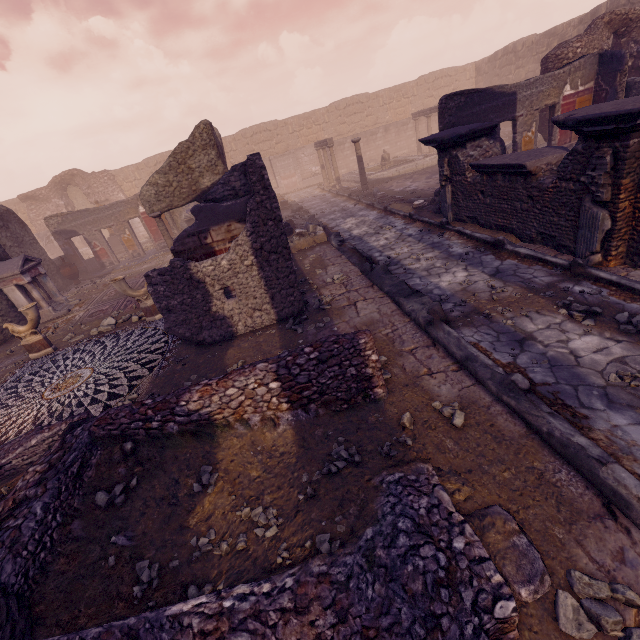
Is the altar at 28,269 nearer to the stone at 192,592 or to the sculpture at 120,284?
the sculpture at 120,284

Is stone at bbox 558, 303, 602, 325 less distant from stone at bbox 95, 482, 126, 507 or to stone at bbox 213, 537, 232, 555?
stone at bbox 213, 537, 232, 555

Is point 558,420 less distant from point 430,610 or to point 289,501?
point 430,610

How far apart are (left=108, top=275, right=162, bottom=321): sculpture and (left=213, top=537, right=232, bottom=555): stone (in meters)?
6.53

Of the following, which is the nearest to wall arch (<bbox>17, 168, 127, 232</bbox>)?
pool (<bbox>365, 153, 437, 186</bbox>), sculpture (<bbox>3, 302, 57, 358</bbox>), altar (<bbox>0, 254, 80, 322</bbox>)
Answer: altar (<bbox>0, 254, 80, 322</bbox>)

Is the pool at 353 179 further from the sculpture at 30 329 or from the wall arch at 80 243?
the wall arch at 80 243

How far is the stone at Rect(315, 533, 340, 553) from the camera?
2.3m

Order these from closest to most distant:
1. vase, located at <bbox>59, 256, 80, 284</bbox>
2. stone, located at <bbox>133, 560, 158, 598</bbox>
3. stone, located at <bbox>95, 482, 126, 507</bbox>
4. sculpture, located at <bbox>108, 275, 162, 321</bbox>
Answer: stone, located at <bbox>133, 560, 158, 598</bbox>, stone, located at <bbox>95, 482, 126, 507</bbox>, sculpture, located at <bbox>108, 275, 162, 321</bbox>, vase, located at <bbox>59, 256, 80, 284</bbox>
